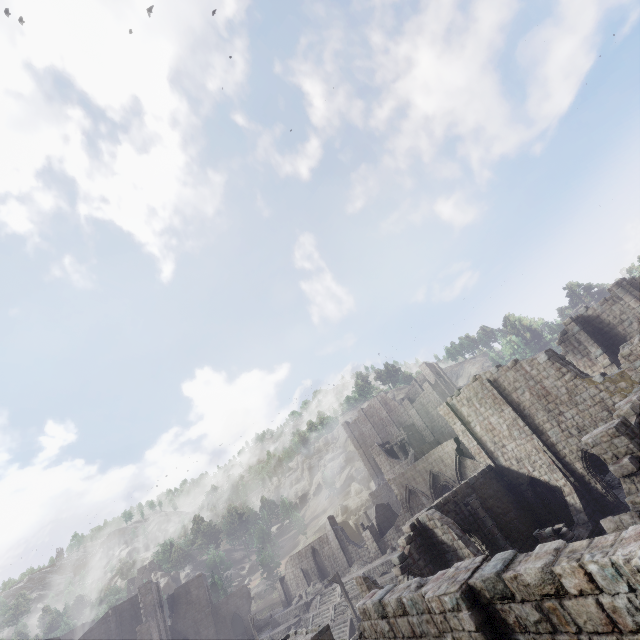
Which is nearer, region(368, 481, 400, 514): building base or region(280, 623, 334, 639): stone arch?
region(280, 623, 334, 639): stone arch

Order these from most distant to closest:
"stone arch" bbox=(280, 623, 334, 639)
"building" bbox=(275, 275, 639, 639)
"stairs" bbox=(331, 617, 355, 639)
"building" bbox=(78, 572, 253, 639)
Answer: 1. "building" bbox=(78, 572, 253, 639)
2. "stairs" bbox=(331, 617, 355, 639)
3. "stone arch" bbox=(280, 623, 334, 639)
4. "building" bbox=(275, 275, 639, 639)

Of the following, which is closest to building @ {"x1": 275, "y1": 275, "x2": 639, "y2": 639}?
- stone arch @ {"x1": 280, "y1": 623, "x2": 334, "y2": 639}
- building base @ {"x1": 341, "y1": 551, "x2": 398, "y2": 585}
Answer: stone arch @ {"x1": 280, "y1": 623, "x2": 334, "y2": 639}

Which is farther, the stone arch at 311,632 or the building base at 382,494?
the building base at 382,494

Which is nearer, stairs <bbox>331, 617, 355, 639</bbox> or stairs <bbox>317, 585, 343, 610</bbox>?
stairs <bbox>331, 617, 355, 639</bbox>

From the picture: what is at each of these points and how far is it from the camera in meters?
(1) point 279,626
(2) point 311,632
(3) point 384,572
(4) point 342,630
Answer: (1) building base, 41.1
(2) stone arch, 18.9
(3) building base, 33.4
(4) stairs, 29.8

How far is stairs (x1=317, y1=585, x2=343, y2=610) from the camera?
34.6 meters

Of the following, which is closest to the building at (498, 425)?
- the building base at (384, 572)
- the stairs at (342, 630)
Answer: the building base at (384, 572)
